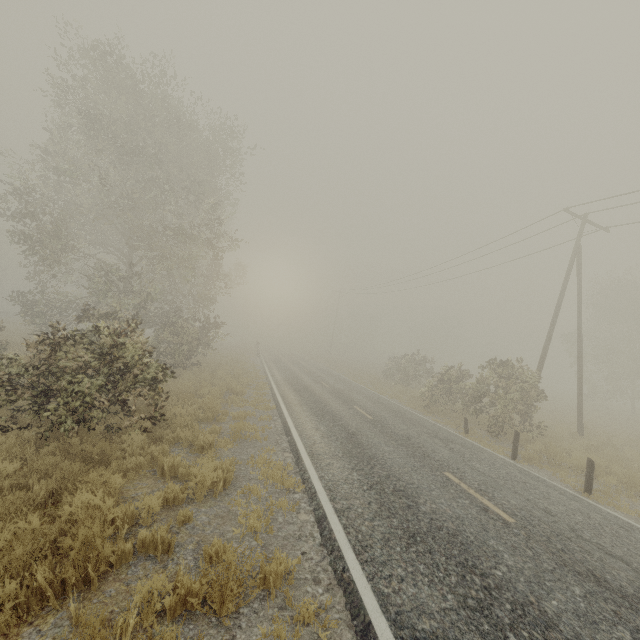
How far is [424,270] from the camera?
29.0m

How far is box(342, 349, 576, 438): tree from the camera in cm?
1426

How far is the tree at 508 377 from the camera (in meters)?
14.26

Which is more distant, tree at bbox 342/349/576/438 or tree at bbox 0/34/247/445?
tree at bbox 342/349/576/438

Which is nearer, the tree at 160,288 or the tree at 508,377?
the tree at 160,288
